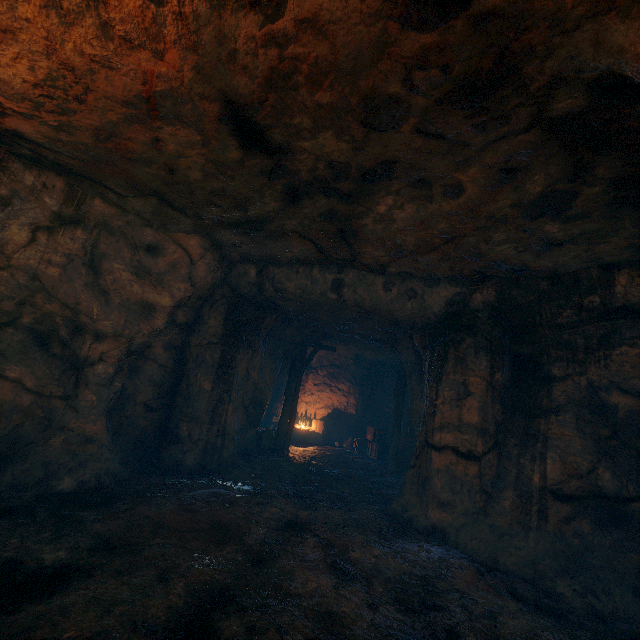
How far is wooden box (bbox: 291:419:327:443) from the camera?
15.1 meters

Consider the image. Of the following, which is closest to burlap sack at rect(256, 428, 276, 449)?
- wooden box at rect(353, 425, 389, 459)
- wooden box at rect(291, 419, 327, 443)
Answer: wooden box at rect(353, 425, 389, 459)

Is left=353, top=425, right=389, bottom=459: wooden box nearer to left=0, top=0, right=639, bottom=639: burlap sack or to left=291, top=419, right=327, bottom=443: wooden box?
left=291, top=419, right=327, bottom=443: wooden box

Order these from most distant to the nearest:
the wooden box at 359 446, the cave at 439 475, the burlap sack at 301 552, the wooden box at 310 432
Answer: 1. the wooden box at 310 432
2. the wooden box at 359 446
3. the cave at 439 475
4. the burlap sack at 301 552

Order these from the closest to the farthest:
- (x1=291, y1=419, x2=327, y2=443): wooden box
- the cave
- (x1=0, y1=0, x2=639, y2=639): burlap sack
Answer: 1. (x1=0, y1=0, x2=639, y2=639): burlap sack
2. the cave
3. (x1=291, y1=419, x2=327, y2=443): wooden box

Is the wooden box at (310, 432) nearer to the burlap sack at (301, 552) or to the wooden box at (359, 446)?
the wooden box at (359, 446)

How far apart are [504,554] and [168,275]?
8.2 meters

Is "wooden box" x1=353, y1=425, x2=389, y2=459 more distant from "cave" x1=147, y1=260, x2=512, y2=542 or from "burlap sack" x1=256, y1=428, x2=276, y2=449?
"burlap sack" x1=256, y1=428, x2=276, y2=449
